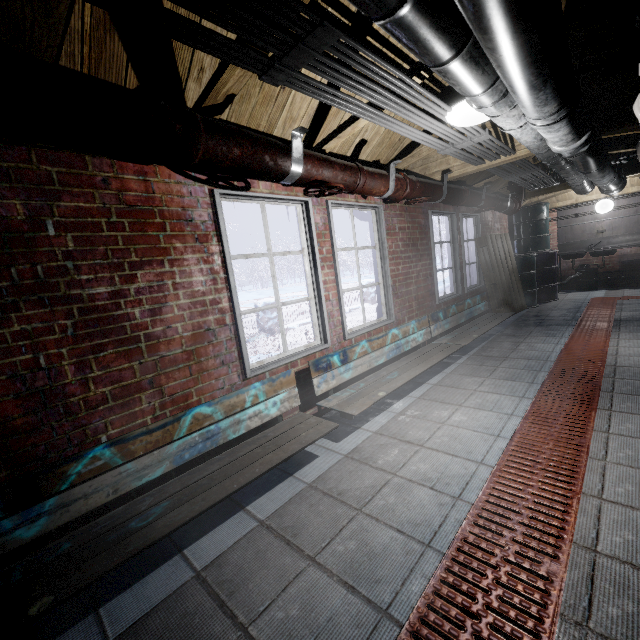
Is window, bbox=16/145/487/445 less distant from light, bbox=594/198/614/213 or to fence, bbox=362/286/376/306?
light, bbox=594/198/614/213

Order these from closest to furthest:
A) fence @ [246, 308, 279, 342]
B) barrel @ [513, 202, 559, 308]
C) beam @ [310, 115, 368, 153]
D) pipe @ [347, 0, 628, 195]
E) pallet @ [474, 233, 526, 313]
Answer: pipe @ [347, 0, 628, 195] → beam @ [310, 115, 368, 153] → pallet @ [474, 233, 526, 313] → barrel @ [513, 202, 559, 308] → fence @ [246, 308, 279, 342]

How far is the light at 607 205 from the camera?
6.99m

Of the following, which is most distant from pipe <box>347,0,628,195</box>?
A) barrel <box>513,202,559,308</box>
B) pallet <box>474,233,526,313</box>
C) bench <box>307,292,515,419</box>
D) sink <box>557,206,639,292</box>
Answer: sink <box>557,206,639,292</box>

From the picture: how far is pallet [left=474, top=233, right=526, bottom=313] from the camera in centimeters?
555cm

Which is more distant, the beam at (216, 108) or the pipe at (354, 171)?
the beam at (216, 108)

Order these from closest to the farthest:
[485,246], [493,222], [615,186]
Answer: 1. [615,186]
2. [485,246]
3. [493,222]

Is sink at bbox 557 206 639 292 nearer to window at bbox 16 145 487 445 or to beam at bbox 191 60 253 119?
window at bbox 16 145 487 445
